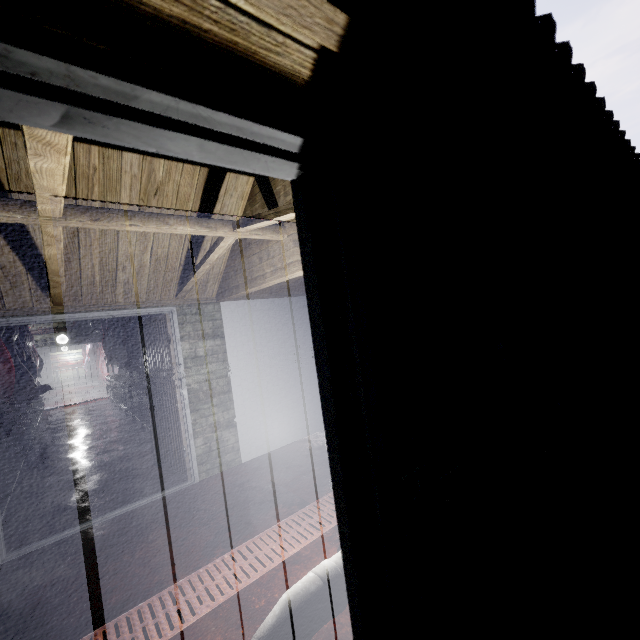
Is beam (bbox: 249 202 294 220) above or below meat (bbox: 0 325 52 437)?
above

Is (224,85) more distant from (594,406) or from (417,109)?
(594,406)

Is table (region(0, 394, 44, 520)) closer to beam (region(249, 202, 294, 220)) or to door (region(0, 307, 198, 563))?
door (region(0, 307, 198, 563))

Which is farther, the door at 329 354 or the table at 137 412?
the table at 137 412

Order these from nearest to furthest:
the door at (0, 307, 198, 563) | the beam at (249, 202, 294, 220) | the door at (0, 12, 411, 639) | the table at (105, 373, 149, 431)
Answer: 1. the door at (0, 12, 411, 639)
2. the beam at (249, 202, 294, 220)
3. the door at (0, 307, 198, 563)
4. the table at (105, 373, 149, 431)

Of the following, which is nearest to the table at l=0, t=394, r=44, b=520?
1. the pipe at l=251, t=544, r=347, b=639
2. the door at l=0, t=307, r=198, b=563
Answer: the door at l=0, t=307, r=198, b=563

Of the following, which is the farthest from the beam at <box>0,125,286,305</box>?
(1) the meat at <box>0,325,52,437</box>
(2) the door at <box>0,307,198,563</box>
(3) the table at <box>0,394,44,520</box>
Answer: (1) the meat at <box>0,325,52,437</box>

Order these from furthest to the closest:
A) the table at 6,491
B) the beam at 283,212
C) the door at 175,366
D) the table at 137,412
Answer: the table at 137,412 < the table at 6,491 < the door at 175,366 < the beam at 283,212
